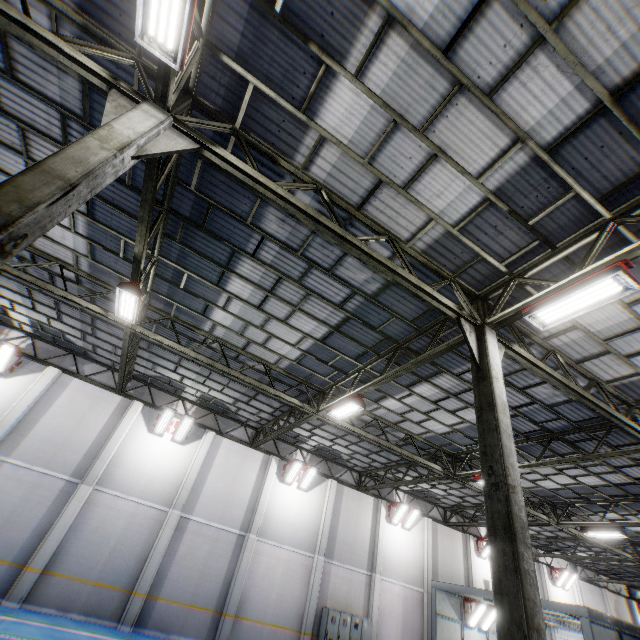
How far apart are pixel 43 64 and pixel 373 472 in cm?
2191

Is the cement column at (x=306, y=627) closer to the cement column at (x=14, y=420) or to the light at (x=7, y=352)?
the cement column at (x=14, y=420)

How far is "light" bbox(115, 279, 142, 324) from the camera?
8.6 meters

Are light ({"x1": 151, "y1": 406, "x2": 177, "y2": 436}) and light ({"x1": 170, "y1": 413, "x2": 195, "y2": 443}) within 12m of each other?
yes

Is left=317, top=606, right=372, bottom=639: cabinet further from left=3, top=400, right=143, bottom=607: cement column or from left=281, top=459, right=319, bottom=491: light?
left=3, top=400, right=143, bottom=607: cement column

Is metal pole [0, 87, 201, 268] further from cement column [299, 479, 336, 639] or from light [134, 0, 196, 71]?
cement column [299, 479, 336, 639]

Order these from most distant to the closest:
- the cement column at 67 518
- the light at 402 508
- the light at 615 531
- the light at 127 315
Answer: the light at 402 508 < the light at 615 531 < the cement column at 67 518 < the light at 127 315

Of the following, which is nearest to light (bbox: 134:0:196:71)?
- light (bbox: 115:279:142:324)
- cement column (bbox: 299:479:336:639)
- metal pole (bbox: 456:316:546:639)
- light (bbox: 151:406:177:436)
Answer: light (bbox: 115:279:142:324)
